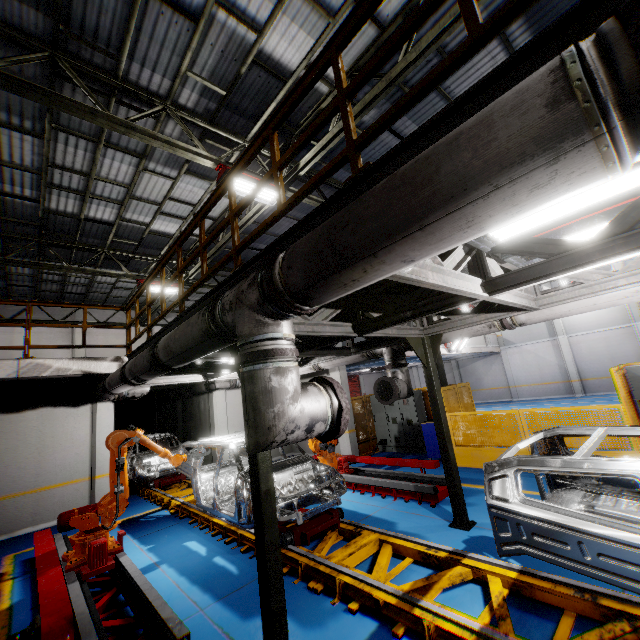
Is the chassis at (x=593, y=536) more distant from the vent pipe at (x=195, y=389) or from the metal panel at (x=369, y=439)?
the metal panel at (x=369, y=439)

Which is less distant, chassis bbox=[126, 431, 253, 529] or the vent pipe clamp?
the vent pipe clamp

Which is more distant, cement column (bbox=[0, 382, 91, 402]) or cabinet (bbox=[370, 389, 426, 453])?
cabinet (bbox=[370, 389, 426, 453])

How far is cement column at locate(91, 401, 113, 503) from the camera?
9.80m

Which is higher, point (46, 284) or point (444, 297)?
point (46, 284)

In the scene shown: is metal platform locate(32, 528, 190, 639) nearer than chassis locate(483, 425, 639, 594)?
No

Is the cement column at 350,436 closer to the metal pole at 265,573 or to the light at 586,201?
the metal pole at 265,573

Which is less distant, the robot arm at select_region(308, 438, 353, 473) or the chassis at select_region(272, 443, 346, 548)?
the chassis at select_region(272, 443, 346, 548)
